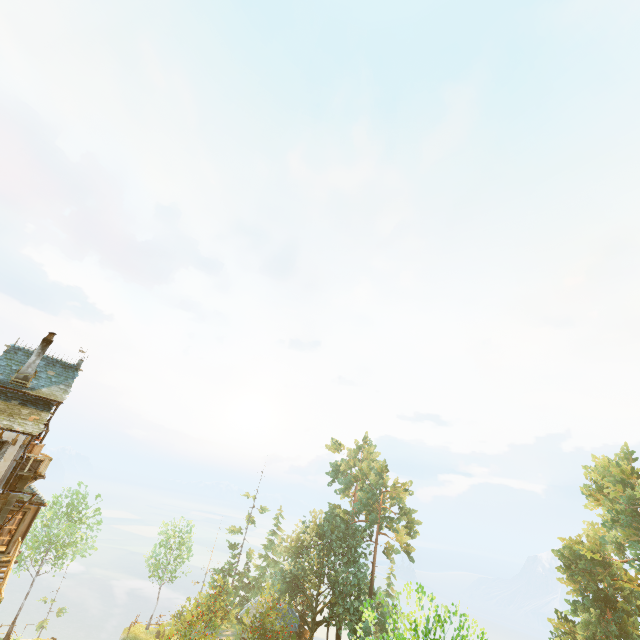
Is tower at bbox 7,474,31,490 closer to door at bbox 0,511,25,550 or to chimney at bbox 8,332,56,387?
door at bbox 0,511,25,550

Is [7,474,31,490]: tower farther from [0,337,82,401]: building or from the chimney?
the chimney

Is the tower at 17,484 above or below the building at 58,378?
below

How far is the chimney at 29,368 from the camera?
19.1 meters

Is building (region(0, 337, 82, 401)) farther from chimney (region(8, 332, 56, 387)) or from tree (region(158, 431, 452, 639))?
tree (region(158, 431, 452, 639))

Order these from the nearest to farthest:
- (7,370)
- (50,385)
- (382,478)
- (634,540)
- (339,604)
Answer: (7,370) < (50,385) < (634,540) < (339,604) < (382,478)

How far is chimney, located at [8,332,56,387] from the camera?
19.1m
